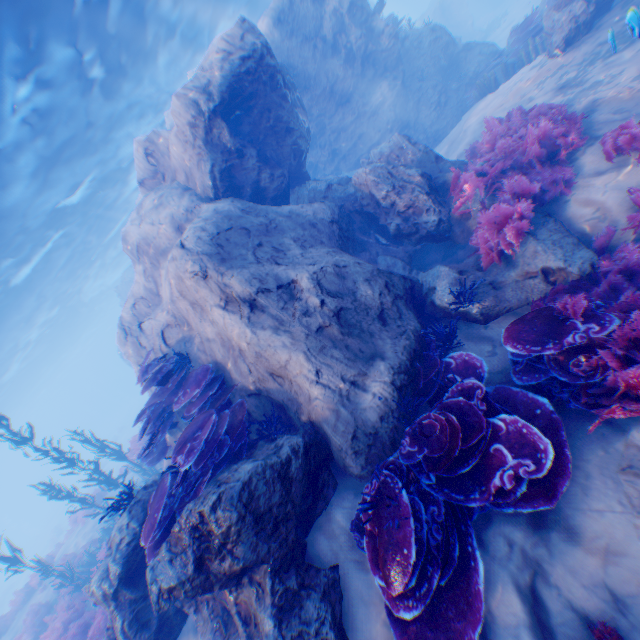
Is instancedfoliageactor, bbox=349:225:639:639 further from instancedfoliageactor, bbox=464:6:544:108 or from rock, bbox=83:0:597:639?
instancedfoliageactor, bbox=464:6:544:108

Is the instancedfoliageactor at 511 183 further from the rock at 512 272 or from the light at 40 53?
the light at 40 53

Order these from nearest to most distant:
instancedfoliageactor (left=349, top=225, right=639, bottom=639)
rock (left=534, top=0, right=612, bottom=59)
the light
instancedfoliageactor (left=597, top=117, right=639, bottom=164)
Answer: instancedfoliageactor (left=349, top=225, right=639, bottom=639), instancedfoliageactor (left=597, top=117, right=639, bottom=164), rock (left=534, top=0, right=612, bottom=59), the light

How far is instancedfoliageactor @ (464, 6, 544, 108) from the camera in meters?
11.1 m

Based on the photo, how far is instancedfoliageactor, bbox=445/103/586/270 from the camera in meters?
5.4

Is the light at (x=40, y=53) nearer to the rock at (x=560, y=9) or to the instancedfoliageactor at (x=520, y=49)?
the rock at (x=560, y=9)

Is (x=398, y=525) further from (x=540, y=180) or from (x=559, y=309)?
(x=540, y=180)

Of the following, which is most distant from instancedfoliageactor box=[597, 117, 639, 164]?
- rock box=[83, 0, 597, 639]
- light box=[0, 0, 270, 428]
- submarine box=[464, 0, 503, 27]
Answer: submarine box=[464, 0, 503, 27]
